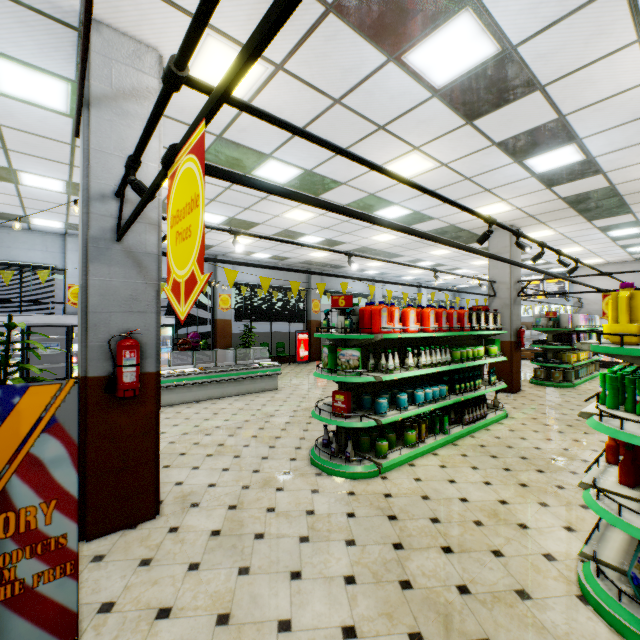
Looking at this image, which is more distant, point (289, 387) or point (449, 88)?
point (289, 387)

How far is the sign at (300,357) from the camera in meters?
16.1 m

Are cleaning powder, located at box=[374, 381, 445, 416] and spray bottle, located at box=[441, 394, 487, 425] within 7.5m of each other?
yes

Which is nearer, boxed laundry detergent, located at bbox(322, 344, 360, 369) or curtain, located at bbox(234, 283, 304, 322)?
boxed laundry detergent, located at bbox(322, 344, 360, 369)

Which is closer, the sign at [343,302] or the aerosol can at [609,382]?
the aerosol can at [609,382]

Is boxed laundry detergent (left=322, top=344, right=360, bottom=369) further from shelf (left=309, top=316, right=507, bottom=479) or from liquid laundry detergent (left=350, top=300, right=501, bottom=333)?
liquid laundry detergent (left=350, top=300, right=501, bottom=333)

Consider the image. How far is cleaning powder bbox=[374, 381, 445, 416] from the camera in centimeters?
460cm

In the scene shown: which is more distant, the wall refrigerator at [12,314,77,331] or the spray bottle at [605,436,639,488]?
the wall refrigerator at [12,314,77,331]
